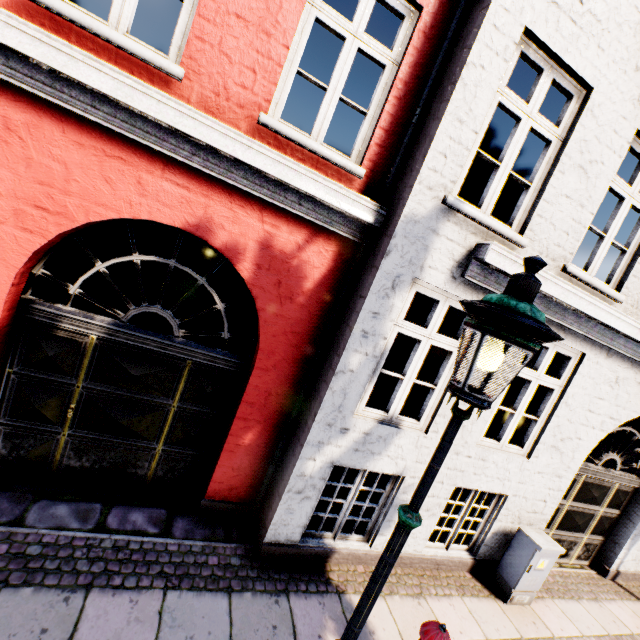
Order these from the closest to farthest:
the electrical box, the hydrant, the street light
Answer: the street light, the hydrant, the electrical box

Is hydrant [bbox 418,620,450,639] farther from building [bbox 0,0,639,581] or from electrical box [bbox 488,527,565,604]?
building [bbox 0,0,639,581]

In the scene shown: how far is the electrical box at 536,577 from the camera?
4.64m

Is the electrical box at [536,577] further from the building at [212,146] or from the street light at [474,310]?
the building at [212,146]

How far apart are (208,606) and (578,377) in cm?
551

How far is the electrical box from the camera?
4.64m

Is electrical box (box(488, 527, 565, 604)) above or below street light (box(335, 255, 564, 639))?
below
